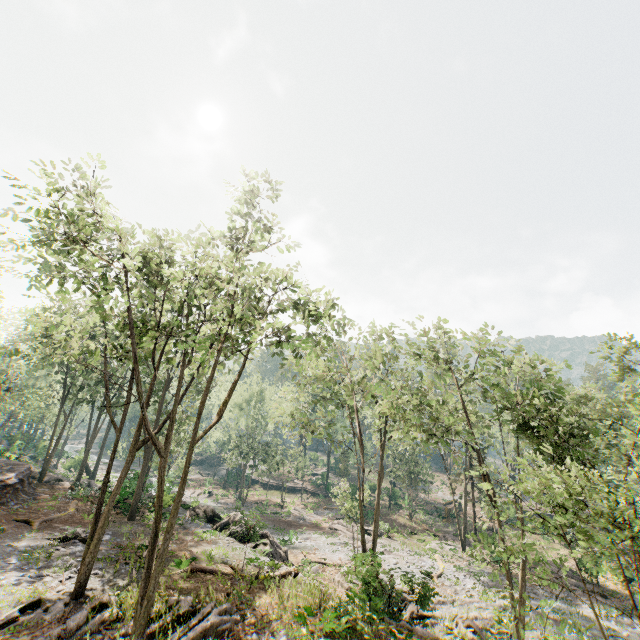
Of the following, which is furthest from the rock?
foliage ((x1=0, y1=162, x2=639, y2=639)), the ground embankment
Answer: the ground embankment

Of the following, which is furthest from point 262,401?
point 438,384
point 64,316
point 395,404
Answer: point 438,384

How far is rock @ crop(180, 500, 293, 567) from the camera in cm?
1908

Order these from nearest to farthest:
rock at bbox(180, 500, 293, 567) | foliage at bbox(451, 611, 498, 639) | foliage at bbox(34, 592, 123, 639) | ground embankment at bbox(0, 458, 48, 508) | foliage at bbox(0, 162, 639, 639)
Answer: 1. foliage at bbox(34, 592, 123, 639)
2. foliage at bbox(0, 162, 639, 639)
3. foliage at bbox(451, 611, 498, 639)
4. rock at bbox(180, 500, 293, 567)
5. ground embankment at bbox(0, 458, 48, 508)

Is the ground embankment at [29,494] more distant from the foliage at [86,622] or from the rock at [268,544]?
the rock at [268,544]

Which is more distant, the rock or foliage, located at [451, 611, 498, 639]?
the rock

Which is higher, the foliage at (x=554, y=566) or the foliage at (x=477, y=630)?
the foliage at (x=554, y=566)
